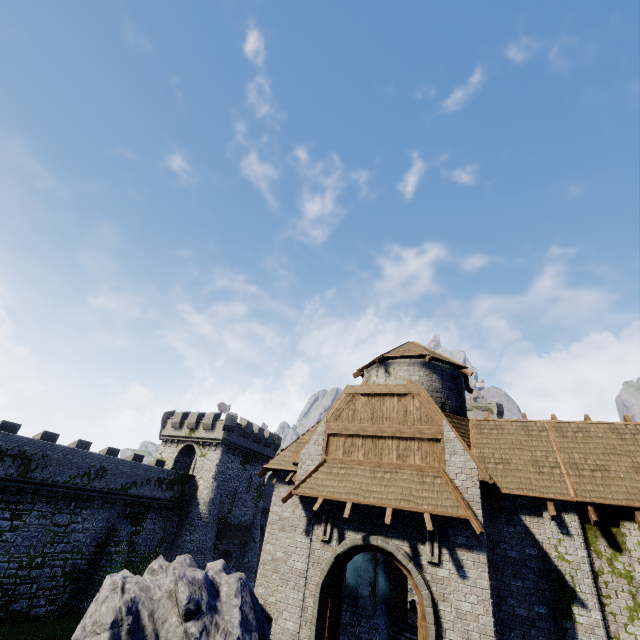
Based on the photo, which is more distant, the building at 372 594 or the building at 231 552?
the building at 231 552

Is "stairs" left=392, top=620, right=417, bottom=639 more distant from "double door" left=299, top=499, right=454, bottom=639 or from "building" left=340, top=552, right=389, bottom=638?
"double door" left=299, top=499, right=454, bottom=639

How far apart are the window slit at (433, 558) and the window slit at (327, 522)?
2.95m

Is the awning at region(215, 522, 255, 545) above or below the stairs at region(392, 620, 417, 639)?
above

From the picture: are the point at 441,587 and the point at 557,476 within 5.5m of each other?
no

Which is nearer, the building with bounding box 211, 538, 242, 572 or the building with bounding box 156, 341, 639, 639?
the building with bounding box 156, 341, 639, 639

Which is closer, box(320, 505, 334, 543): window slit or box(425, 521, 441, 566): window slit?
box(425, 521, 441, 566): window slit

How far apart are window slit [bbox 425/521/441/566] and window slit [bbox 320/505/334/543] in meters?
Answer: 2.9 m
